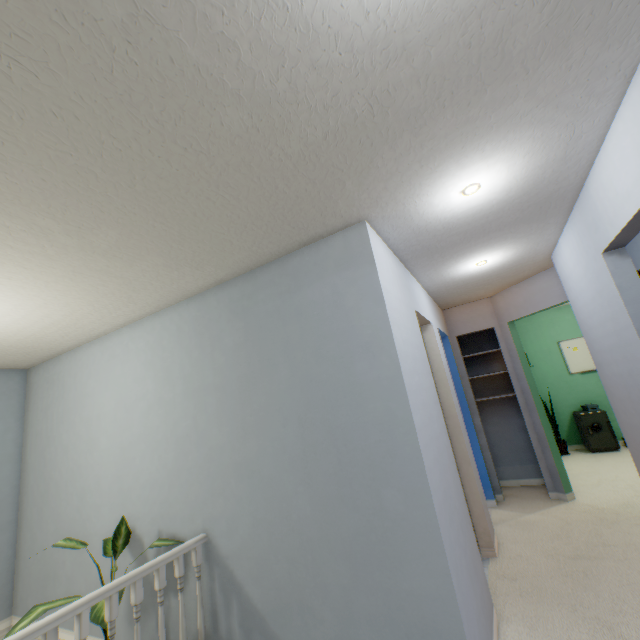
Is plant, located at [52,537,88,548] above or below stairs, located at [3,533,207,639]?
above

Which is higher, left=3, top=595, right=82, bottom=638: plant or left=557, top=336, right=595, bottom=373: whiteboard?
left=557, top=336, right=595, bottom=373: whiteboard

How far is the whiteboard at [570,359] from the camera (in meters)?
5.71

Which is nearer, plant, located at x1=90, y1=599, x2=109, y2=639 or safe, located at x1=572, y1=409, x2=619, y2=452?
plant, located at x1=90, y1=599, x2=109, y2=639

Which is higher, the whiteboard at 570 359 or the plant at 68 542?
the whiteboard at 570 359

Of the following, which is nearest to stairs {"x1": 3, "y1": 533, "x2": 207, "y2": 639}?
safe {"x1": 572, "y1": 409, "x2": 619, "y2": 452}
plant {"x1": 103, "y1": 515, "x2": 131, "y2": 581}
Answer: plant {"x1": 103, "y1": 515, "x2": 131, "y2": 581}

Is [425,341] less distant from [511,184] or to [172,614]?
[511,184]
